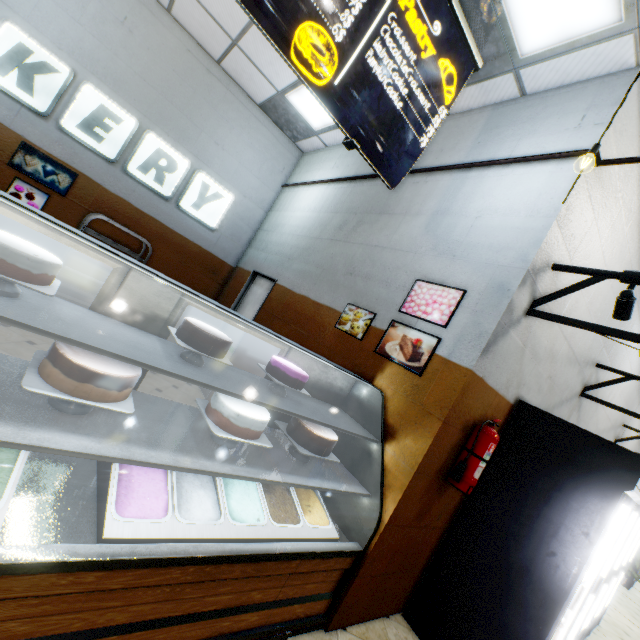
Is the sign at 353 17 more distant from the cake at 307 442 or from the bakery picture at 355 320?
the cake at 307 442

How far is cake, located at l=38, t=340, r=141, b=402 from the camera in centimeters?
137cm

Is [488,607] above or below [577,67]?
below

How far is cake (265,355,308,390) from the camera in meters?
2.2 m

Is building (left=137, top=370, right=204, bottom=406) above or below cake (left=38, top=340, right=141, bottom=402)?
below

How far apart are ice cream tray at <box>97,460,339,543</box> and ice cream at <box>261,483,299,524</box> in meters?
0.0 m

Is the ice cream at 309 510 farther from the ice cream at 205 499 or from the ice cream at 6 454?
the ice cream at 6 454

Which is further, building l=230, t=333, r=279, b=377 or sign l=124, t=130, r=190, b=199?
sign l=124, t=130, r=190, b=199
